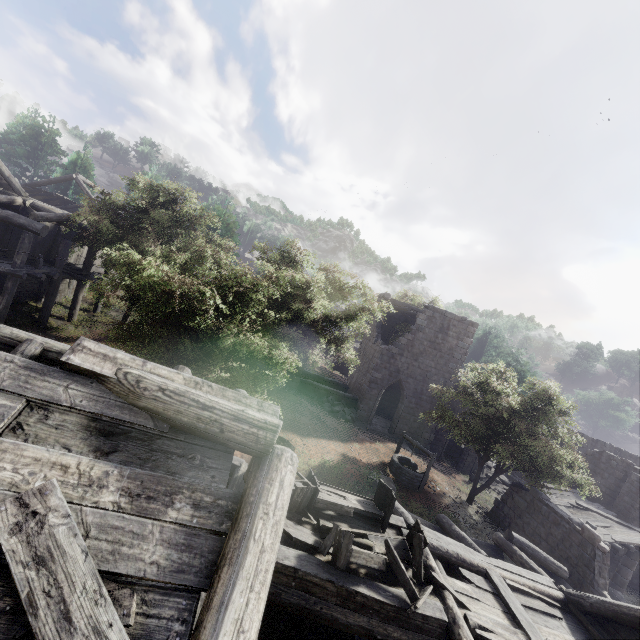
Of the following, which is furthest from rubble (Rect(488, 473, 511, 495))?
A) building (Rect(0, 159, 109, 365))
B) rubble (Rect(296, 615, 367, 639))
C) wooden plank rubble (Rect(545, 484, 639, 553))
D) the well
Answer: rubble (Rect(296, 615, 367, 639))

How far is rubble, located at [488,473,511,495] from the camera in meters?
24.0

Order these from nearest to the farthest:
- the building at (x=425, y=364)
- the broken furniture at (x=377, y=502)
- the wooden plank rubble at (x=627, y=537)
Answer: the broken furniture at (x=377, y=502) < the wooden plank rubble at (x=627, y=537) < the building at (x=425, y=364)

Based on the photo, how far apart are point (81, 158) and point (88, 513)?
42.8m

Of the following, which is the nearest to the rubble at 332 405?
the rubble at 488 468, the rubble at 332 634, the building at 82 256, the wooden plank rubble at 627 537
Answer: the building at 82 256

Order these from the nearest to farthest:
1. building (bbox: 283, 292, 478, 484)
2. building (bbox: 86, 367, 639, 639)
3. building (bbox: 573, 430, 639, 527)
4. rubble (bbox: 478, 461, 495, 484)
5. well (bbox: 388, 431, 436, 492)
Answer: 1. building (bbox: 86, 367, 639, 639)
2. well (bbox: 388, 431, 436, 492)
3. building (bbox: 573, 430, 639, 527)
4. building (bbox: 283, 292, 478, 484)
5. rubble (bbox: 478, 461, 495, 484)

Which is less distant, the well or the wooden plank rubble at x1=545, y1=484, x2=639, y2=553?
the wooden plank rubble at x1=545, y1=484, x2=639, y2=553

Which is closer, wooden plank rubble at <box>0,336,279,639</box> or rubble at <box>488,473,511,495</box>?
wooden plank rubble at <box>0,336,279,639</box>
